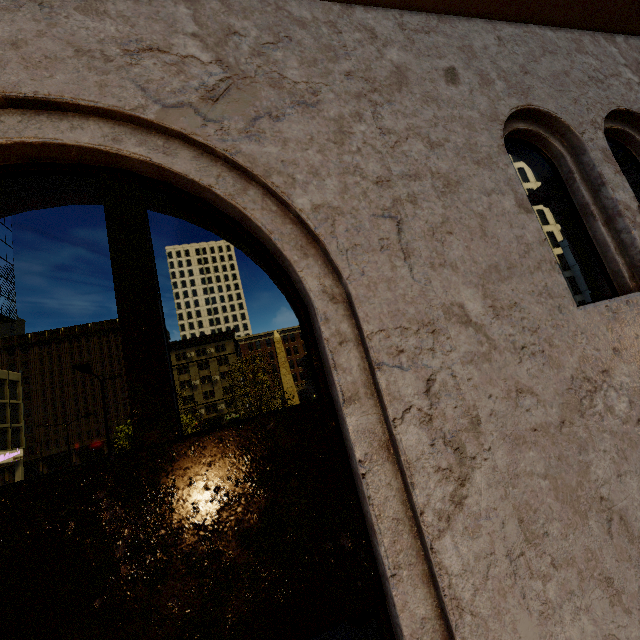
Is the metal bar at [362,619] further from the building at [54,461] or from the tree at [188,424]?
the building at [54,461]

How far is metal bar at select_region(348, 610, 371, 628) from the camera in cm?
565

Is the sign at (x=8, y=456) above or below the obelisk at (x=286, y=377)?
below

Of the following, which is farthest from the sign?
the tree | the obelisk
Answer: the obelisk

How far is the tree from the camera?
20.97m

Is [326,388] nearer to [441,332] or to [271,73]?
[441,332]

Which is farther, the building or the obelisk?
the obelisk

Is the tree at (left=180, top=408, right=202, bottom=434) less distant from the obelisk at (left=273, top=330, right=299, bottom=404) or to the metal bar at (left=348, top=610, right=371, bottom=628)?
the metal bar at (left=348, top=610, right=371, bottom=628)
